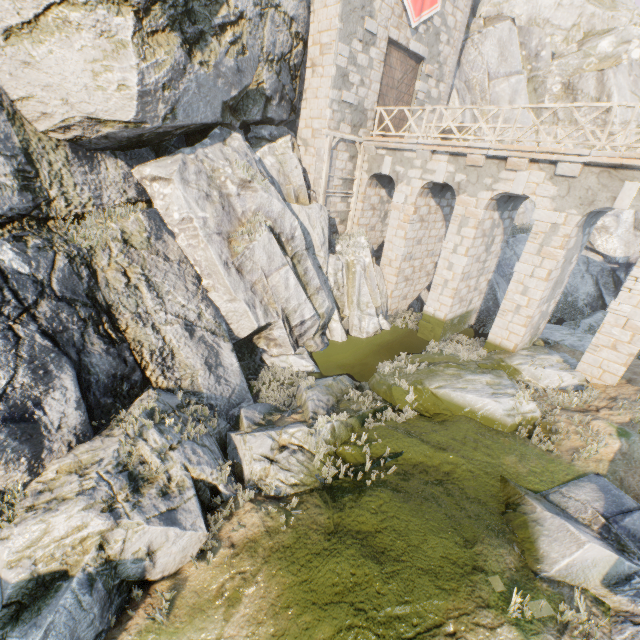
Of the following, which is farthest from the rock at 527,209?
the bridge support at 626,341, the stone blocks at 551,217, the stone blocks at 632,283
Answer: the stone blocks at 551,217

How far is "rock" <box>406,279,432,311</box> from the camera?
18.0 meters

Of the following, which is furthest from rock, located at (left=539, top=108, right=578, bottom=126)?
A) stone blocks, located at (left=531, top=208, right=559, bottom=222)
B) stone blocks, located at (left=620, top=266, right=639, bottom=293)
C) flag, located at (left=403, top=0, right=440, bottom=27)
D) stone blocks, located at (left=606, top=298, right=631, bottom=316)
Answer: stone blocks, located at (left=531, top=208, right=559, bottom=222)

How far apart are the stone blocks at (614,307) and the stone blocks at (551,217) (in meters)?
3.01

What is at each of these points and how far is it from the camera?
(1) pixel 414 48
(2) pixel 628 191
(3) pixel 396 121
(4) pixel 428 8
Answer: (1) stone blocks, 15.19m
(2) stone blocks, 9.27m
(3) castle gate, 16.75m
(4) flag, 14.72m

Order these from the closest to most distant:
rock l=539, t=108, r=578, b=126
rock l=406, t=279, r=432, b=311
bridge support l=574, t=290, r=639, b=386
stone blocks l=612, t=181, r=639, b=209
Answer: stone blocks l=612, t=181, r=639, b=209
bridge support l=574, t=290, r=639, b=386
rock l=406, t=279, r=432, b=311
rock l=539, t=108, r=578, b=126

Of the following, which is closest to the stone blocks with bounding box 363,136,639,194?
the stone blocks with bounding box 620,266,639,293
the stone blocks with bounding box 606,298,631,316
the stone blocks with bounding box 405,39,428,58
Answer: the stone blocks with bounding box 620,266,639,293

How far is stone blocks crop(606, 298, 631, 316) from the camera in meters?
9.9 m
